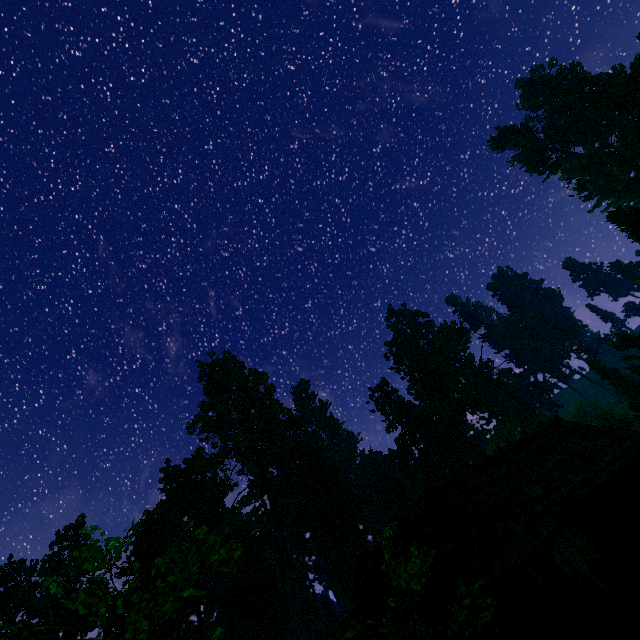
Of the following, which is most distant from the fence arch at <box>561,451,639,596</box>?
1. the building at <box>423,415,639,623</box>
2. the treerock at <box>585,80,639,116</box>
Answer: the treerock at <box>585,80,639,116</box>

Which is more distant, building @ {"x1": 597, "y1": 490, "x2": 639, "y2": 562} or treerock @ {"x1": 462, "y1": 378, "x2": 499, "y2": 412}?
treerock @ {"x1": 462, "y1": 378, "x2": 499, "y2": 412}

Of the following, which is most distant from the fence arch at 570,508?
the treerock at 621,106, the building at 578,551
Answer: the treerock at 621,106

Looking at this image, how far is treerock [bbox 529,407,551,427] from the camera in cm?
2669

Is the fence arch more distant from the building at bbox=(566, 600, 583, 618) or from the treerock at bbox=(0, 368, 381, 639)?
the treerock at bbox=(0, 368, 381, 639)

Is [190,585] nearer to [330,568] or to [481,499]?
[330,568]

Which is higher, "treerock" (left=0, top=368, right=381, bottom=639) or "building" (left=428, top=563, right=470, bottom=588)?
"treerock" (left=0, top=368, right=381, bottom=639)

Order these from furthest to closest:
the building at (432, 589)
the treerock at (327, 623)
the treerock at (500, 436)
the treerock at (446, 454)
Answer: the treerock at (446, 454), the treerock at (500, 436), the building at (432, 589), the treerock at (327, 623)
